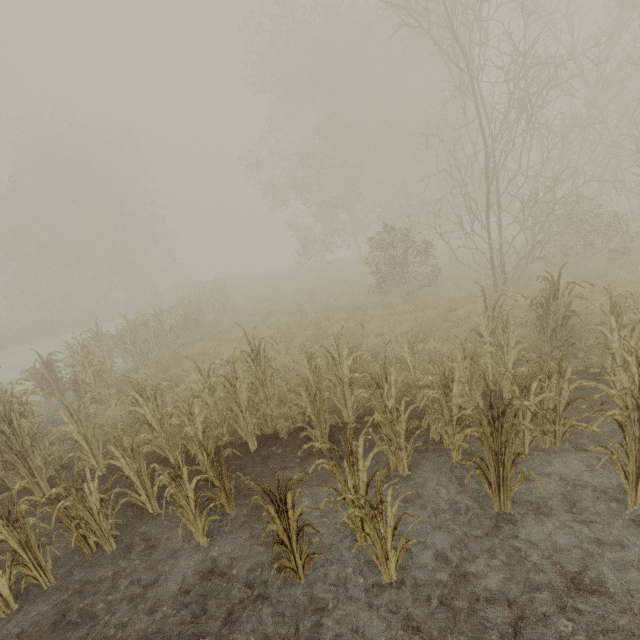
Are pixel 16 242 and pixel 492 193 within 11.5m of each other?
no
